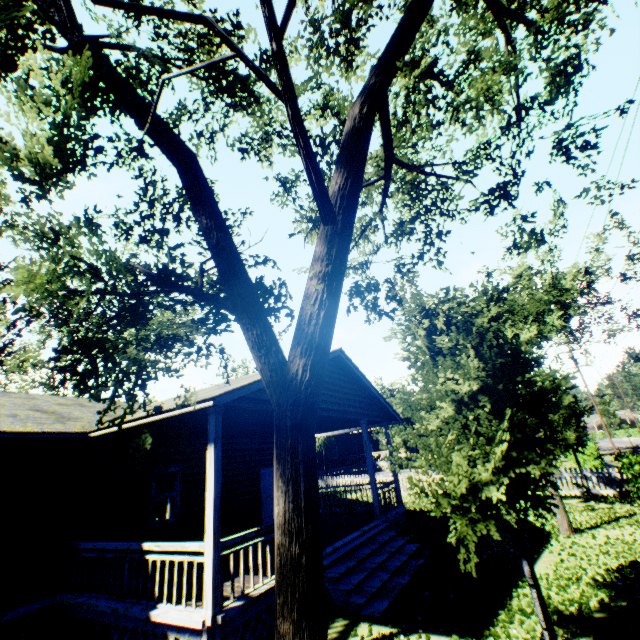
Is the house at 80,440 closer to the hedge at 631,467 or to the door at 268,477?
the door at 268,477

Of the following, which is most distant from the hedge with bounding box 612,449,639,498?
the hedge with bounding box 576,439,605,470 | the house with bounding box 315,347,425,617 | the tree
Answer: the hedge with bounding box 576,439,605,470

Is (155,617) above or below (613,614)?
above

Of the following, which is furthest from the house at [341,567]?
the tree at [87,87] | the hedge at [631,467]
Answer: the hedge at [631,467]

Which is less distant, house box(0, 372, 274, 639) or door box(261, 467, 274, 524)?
house box(0, 372, 274, 639)

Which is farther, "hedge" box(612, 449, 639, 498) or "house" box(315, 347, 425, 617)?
"hedge" box(612, 449, 639, 498)

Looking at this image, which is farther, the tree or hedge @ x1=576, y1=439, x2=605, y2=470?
hedge @ x1=576, y1=439, x2=605, y2=470

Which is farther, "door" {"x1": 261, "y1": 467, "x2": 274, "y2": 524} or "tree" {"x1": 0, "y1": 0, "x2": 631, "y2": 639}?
"door" {"x1": 261, "y1": 467, "x2": 274, "y2": 524}
